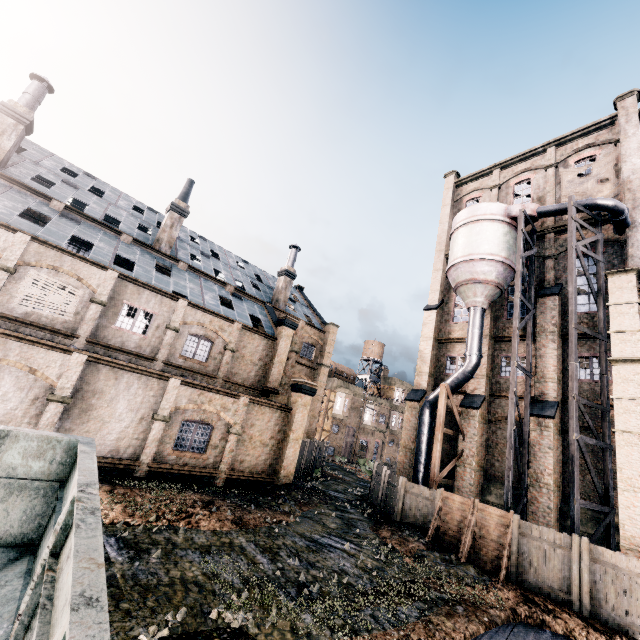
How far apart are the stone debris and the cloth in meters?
24.8 m

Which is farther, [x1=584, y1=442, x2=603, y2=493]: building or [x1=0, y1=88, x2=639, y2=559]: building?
[x1=584, y1=442, x2=603, y2=493]: building

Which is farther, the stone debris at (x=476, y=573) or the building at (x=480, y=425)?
the building at (x=480, y=425)

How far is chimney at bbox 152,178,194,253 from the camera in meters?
27.1 m

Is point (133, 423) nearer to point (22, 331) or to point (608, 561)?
point (22, 331)

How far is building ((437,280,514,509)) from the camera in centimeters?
2209cm

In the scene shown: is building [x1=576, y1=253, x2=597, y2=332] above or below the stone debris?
above

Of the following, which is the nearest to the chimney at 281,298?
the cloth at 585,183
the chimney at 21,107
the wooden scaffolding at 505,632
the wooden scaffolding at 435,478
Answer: the wooden scaffolding at 435,478
